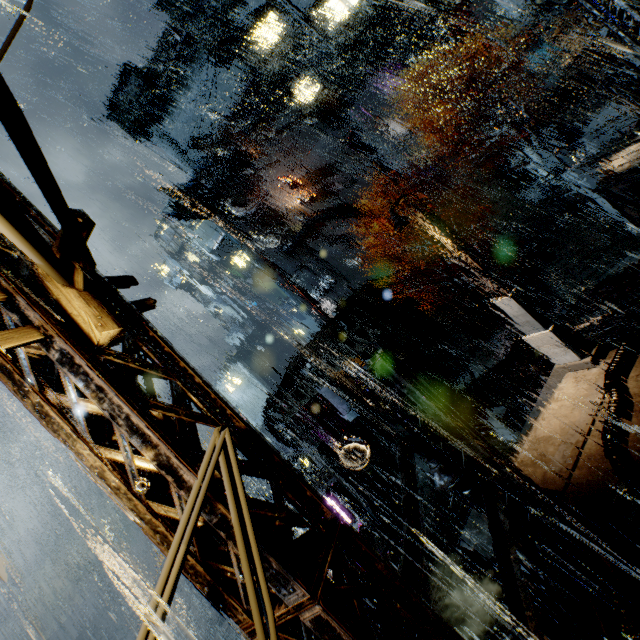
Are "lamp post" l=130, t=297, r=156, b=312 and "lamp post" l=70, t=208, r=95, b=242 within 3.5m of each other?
yes

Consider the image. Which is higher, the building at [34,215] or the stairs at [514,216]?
the building at [34,215]

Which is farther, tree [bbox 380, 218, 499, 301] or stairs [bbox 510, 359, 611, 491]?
tree [bbox 380, 218, 499, 301]

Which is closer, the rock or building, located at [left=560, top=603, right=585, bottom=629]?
building, located at [left=560, top=603, right=585, bottom=629]

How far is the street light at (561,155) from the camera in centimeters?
1834cm

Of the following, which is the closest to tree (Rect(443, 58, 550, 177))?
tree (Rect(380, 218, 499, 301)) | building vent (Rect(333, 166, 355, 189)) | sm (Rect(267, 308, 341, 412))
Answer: tree (Rect(380, 218, 499, 301))

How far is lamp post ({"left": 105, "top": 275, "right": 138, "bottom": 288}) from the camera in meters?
2.9

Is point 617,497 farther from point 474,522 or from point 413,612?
point 413,612
